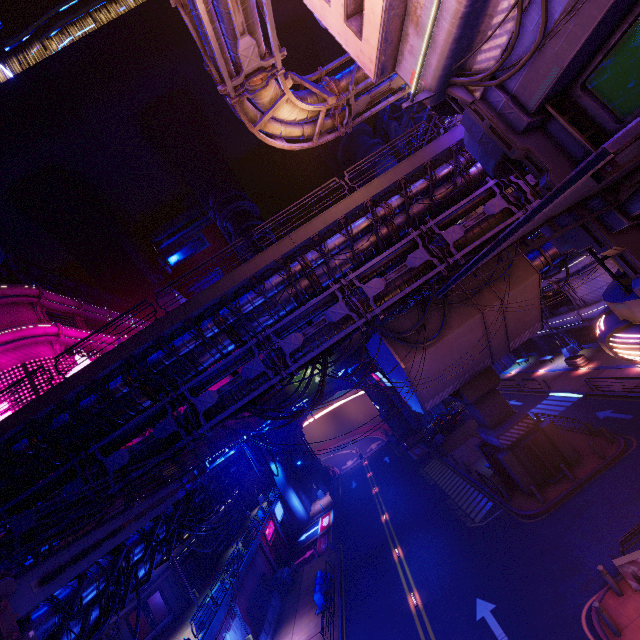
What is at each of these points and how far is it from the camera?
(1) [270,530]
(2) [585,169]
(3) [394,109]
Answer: (1) sign, 33.22m
(2) awning, 2.52m
(3) walkway, 53.69m

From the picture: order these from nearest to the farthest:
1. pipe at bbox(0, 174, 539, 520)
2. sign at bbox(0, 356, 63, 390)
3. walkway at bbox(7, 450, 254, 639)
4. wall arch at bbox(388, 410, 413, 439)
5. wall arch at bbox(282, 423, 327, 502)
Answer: walkway at bbox(7, 450, 254, 639) < pipe at bbox(0, 174, 539, 520) < sign at bbox(0, 356, 63, 390) < wall arch at bbox(282, 423, 327, 502) < wall arch at bbox(388, 410, 413, 439)

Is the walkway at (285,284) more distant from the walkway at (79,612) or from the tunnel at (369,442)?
the tunnel at (369,442)

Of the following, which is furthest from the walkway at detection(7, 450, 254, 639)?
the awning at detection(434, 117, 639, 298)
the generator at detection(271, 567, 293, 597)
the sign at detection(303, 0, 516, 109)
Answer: the sign at detection(303, 0, 516, 109)

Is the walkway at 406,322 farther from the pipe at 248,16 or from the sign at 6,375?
the sign at 6,375

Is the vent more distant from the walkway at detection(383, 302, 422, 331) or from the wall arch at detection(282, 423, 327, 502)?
the wall arch at detection(282, 423, 327, 502)

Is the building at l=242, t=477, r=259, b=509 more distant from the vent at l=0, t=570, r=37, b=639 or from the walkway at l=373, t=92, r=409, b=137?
the vent at l=0, t=570, r=37, b=639

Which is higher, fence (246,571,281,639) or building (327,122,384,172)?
building (327,122,384,172)
